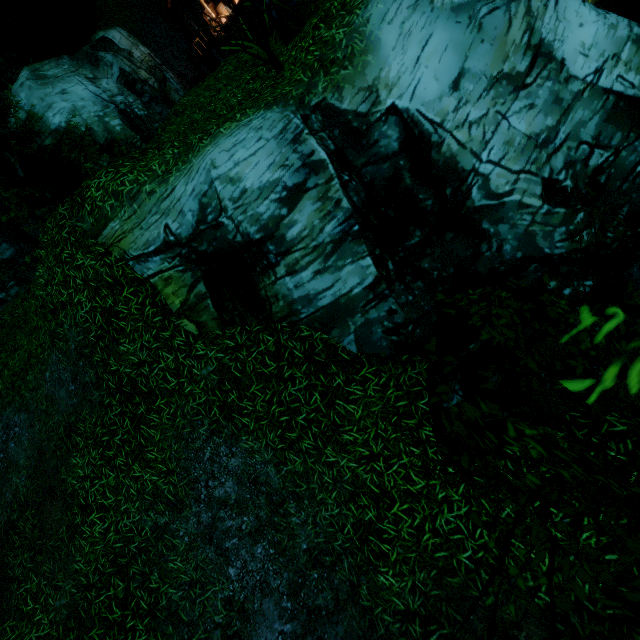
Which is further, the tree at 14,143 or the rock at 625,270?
the tree at 14,143

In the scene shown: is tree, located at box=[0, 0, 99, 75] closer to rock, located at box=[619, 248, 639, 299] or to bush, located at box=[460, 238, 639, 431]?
bush, located at box=[460, 238, 639, 431]

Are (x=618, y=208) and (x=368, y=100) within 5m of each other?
yes

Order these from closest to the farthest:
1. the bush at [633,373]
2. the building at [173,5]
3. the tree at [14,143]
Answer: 1. the bush at [633,373]
2. the tree at [14,143]
3. the building at [173,5]

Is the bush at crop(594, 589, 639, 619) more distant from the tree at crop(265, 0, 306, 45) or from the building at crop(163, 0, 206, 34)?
the building at crop(163, 0, 206, 34)

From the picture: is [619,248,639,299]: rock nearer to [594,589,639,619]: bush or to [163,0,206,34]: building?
[594,589,639,619]: bush

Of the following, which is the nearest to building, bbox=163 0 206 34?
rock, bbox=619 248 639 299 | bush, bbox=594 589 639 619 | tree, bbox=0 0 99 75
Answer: tree, bbox=0 0 99 75
